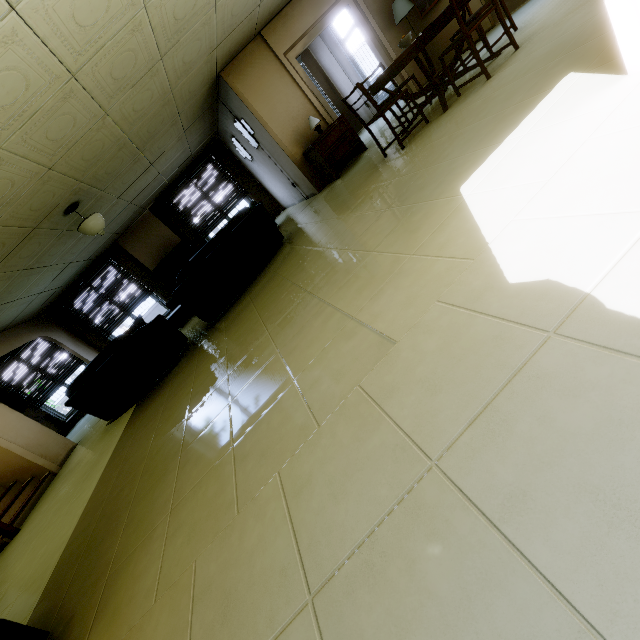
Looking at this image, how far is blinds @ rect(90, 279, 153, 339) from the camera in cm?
979

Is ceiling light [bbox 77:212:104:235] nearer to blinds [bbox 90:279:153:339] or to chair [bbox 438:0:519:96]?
blinds [bbox 90:279:153:339]

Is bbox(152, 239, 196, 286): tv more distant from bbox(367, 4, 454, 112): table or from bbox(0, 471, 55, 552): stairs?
bbox(367, 4, 454, 112): table

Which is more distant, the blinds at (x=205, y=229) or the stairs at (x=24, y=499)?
the blinds at (x=205, y=229)

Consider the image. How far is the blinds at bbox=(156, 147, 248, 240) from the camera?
9.5 meters

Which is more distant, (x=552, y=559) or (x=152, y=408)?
(x=152, y=408)

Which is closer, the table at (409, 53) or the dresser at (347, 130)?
the table at (409, 53)

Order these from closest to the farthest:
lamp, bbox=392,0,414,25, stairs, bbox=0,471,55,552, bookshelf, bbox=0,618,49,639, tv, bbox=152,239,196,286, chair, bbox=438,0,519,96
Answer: bookshelf, bbox=0,618,49,639
chair, bbox=438,0,519,96
stairs, bbox=0,471,55,552
lamp, bbox=392,0,414,25
tv, bbox=152,239,196,286
